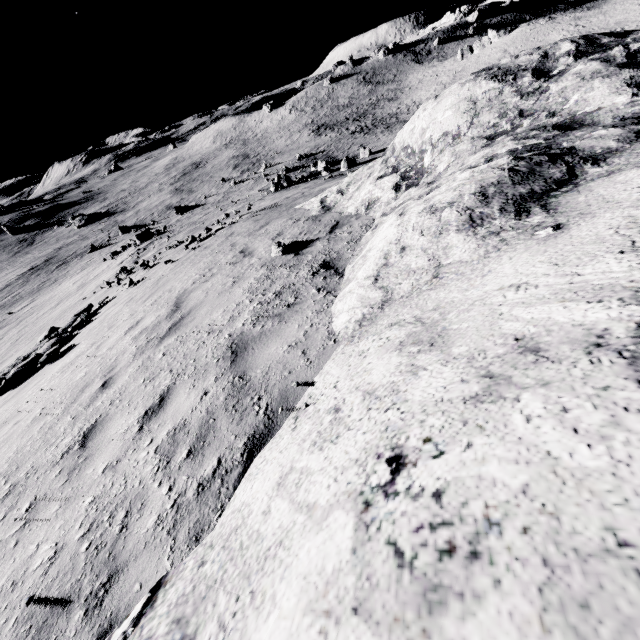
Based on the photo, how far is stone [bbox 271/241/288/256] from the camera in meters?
6.8

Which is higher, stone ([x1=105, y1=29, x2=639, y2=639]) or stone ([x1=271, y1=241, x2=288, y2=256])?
stone ([x1=105, y1=29, x2=639, y2=639])

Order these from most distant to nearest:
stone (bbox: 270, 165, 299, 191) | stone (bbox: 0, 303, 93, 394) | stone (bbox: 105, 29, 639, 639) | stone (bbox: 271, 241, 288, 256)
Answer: stone (bbox: 270, 165, 299, 191), stone (bbox: 0, 303, 93, 394), stone (bbox: 271, 241, 288, 256), stone (bbox: 105, 29, 639, 639)

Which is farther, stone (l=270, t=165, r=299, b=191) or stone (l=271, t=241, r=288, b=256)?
stone (l=270, t=165, r=299, b=191)

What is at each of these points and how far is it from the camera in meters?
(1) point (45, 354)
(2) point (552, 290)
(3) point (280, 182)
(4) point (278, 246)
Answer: (1) stone, 9.1 m
(2) stone, 2.1 m
(3) stone, 33.2 m
(4) stone, 6.9 m

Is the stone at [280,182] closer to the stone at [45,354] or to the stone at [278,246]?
the stone at [278,246]

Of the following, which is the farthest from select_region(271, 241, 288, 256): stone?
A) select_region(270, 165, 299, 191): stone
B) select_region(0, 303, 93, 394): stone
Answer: select_region(270, 165, 299, 191): stone
